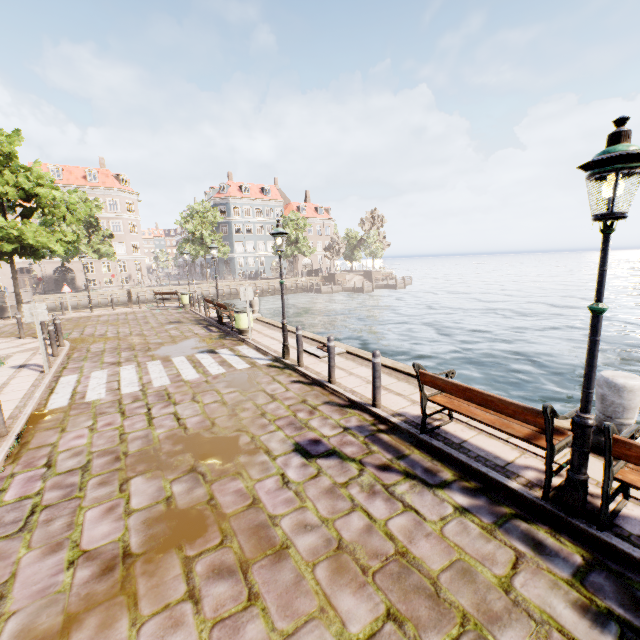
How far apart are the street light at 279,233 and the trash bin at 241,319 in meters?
3.7 m

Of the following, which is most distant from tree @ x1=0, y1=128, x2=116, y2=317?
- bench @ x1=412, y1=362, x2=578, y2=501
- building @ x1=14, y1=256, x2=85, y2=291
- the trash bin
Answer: bench @ x1=412, y1=362, x2=578, y2=501

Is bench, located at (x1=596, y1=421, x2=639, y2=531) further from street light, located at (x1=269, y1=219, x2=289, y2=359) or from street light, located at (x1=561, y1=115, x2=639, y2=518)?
street light, located at (x1=269, y1=219, x2=289, y2=359)

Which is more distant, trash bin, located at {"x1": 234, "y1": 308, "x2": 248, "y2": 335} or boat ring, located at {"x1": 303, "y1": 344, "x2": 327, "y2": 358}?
trash bin, located at {"x1": 234, "y1": 308, "x2": 248, "y2": 335}

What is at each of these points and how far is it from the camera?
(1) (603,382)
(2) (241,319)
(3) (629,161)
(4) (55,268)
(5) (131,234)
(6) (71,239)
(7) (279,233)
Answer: (1) pillar, 4.4 meters
(2) trash bin, 12.3 meters
(3) street light, 2.7 meters
(4) building, 43.7 meters
(5) building, 48.2 meters
(6) tree, 18.9 meters
(7) street light, 8.4 meters

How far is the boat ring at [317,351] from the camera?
9.3m

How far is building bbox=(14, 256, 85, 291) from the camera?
42.0 meters

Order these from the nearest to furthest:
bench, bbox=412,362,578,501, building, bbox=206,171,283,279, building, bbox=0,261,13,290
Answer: bench, bbox=412,362,578,501
building, bbox=0,261,13,290
building, bbox=206,171,283,279
